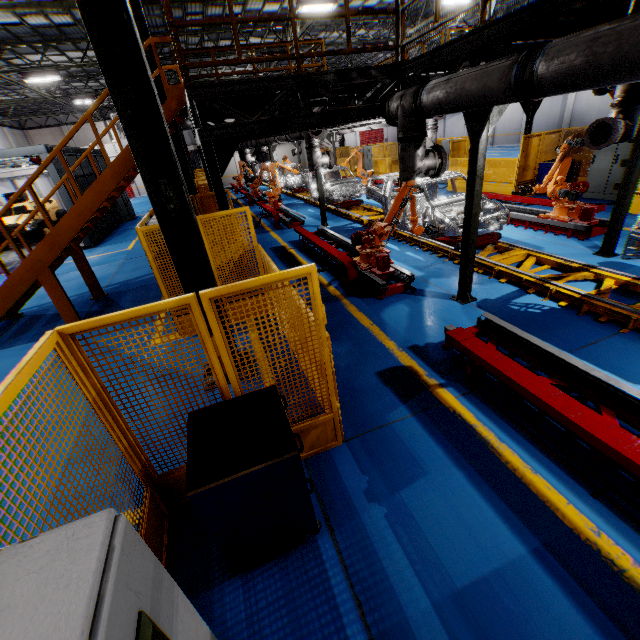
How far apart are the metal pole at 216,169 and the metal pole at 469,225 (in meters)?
3.71

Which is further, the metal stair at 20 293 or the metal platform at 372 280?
the metal platform at 372 280

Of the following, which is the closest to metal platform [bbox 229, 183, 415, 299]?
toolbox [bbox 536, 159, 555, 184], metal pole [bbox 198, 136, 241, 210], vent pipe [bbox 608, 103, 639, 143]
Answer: metal pole [bbox 198, 136, 241, 210]

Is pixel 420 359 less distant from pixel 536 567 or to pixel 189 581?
pixel 536 567

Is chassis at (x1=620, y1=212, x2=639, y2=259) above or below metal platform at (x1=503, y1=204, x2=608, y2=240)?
above

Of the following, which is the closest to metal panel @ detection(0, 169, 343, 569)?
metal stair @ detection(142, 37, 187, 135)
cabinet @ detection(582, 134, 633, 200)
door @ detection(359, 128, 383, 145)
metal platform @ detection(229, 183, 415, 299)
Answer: cabinet @ detection(582, 134, 633, 200)

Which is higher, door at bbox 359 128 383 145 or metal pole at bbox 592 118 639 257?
door at bbox 359 128 383 145

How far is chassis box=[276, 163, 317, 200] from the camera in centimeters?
1681cm
